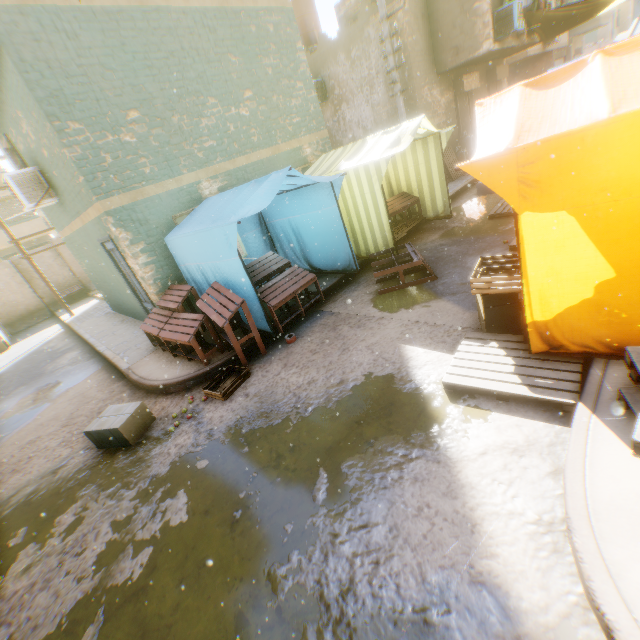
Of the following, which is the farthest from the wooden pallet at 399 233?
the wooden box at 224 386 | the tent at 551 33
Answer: the wooden box at 224 386

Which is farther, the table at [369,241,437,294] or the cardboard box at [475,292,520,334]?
the table at [369,241,437,294]

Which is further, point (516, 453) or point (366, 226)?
point (366, 226)

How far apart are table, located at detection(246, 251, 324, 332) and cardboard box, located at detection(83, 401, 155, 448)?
2.3m

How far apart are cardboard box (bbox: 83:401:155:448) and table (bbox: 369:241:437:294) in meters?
4.5 m

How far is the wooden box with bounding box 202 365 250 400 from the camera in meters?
5.0

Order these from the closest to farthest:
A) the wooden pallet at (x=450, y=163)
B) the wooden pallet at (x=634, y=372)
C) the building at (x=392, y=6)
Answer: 1. the wooden pallet at (x=634, y=372)
2. the building at (x=392, y=6)
3. the wooden pallet at (x=450, y=163)

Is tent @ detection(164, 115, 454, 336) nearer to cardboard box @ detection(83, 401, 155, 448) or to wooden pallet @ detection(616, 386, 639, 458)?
wooden pallet @ detection(616, 386, 639, 458)
